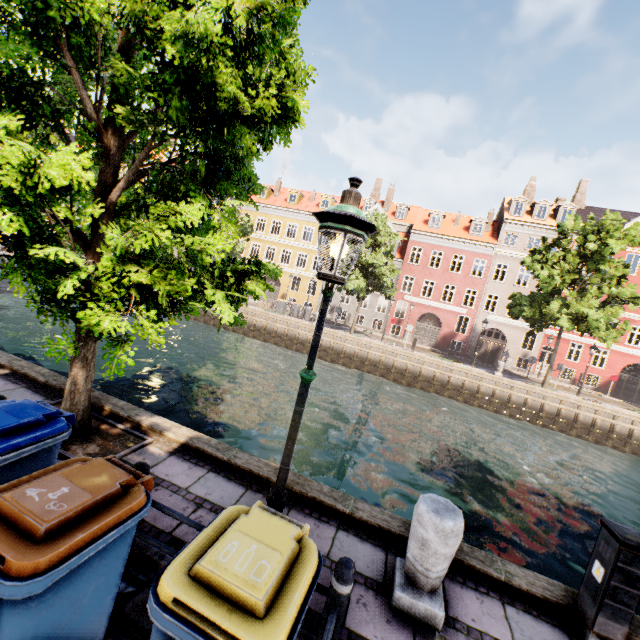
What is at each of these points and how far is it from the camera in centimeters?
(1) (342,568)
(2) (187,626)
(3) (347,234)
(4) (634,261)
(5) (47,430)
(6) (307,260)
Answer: (1) bollard, 239cm
(2) trash bin, 164cm
(3) street light, 244cm
(4) building, 3612cm
(5) trash bin, 281cm
(6) building, 3606cm

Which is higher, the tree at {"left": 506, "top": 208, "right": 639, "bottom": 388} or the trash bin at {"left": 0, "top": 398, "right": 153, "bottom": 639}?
the tree at {"left": 506, "top": 208, "right": 639, "bottom": 388}

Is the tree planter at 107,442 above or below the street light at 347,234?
below

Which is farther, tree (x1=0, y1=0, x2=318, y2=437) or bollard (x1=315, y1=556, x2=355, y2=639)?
tree (x1=0, y1=0, x2=318, y2=437)

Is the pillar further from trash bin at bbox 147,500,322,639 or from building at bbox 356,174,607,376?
building at bbox 356,174,607,376

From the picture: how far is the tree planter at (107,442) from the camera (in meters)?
4.45

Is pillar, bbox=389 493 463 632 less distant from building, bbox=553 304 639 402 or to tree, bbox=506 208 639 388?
tree, bbox=506 208 639 388
